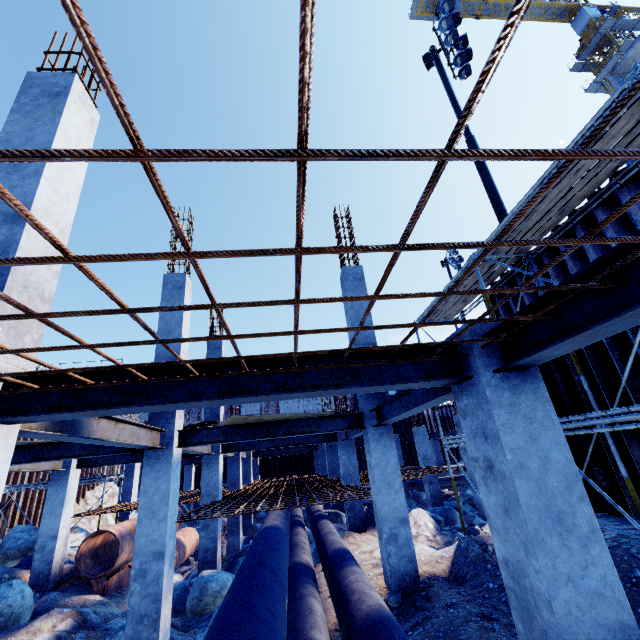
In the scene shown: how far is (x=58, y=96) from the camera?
4.12m

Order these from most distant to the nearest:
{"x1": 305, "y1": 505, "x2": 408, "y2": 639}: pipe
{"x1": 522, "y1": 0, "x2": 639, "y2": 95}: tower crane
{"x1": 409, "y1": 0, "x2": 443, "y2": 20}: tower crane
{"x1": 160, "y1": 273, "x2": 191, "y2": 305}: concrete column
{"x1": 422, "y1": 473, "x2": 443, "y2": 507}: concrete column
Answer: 1. {"x1": 409, "y1": 0, "x2": 443, "y2": 20}: tower crane
2. {"x1": 522, "y1": 0, "x2": 639, "y2": 95}: tower crane
3. {"x1": 422, "y1": 473, "x2": 443, "y2": 507}: concrete column
4. {"x1": 160, "y1": 273, "x2": 191, "y2": 305}: concrete column
5. {"x1": 305, "y1": 505, "x2": 408, "y2": 639}: pipe

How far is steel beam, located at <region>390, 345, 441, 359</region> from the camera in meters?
3.3 m

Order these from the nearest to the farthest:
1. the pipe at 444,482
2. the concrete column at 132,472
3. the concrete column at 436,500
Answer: the concrete column at 132,472
the concrete column at 436,500
the pipe at 444,482

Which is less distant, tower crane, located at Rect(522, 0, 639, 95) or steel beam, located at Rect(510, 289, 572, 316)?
steel beam, located at Rect(510, 289, 572, 316)

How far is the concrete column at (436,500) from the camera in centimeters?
1605cm

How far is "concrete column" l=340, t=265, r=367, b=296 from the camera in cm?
906

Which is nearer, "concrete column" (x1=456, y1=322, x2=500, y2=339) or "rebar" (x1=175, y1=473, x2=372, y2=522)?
"concrete column" (x1=456, y1=322, x2=500, y2=339)
